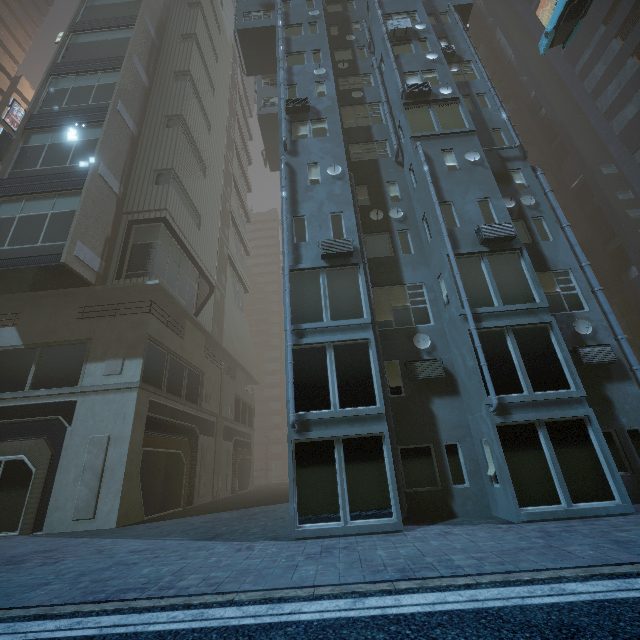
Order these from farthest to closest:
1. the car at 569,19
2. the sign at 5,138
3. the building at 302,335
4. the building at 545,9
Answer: the building at 545,9, the sign at 5,138, the car at 569,19, the building at 302,335

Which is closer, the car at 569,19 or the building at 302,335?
the building at 302,335

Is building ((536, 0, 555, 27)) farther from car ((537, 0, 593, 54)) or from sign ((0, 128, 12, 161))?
car ((537, 0, 593, 54))

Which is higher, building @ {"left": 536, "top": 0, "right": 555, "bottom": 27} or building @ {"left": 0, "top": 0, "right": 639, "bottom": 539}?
building @ {"left": 536, "top": 0, "right": 555, "bottom": 27}

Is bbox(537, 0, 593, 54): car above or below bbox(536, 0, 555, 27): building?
below

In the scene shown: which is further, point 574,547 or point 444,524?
point 444,524
